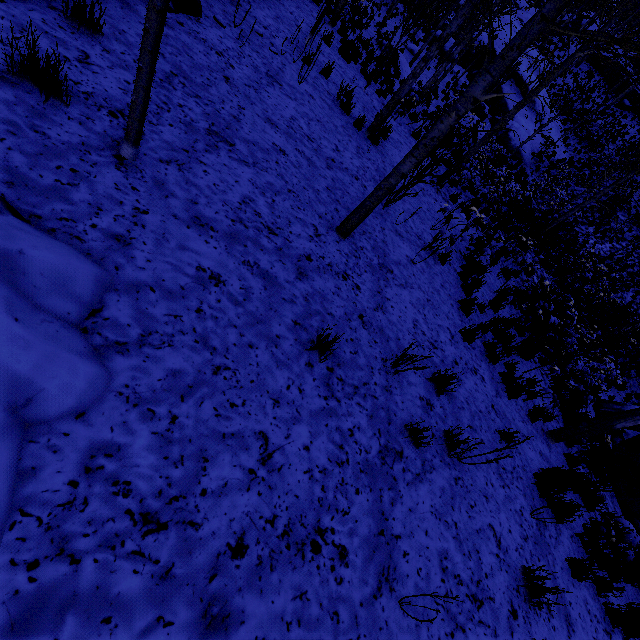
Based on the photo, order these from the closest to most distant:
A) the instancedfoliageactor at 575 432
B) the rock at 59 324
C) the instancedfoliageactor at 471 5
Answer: the rock at 59 324, the instancedfoliageactor at 471 5, the instancedfoliageactor at 575 432

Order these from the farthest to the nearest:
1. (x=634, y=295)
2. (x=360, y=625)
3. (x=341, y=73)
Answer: (x=634, y=295), (x=341, y=73), (x=360, y=625)

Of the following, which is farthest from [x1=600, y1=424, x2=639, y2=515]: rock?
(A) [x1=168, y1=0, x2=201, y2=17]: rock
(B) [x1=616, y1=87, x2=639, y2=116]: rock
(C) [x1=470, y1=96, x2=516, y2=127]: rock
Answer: (B) [x1=616, y1=87, x2=639, y2=116]: rock

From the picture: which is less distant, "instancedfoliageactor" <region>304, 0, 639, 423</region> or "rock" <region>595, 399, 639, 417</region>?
"instancedfoliageactor" <region>304, 0, 639, 423</region>

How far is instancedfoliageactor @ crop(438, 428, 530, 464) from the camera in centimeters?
347cm

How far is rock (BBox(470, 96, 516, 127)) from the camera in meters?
23.6 m

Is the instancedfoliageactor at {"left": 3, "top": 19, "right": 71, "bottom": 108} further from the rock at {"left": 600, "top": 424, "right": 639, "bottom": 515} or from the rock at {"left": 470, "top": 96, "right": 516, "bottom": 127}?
the rock at {"left": 600, "top": 424, "right": 639, "bottom": 515}

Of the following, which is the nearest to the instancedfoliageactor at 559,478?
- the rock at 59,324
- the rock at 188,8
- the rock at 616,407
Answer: the rock at 616,407
